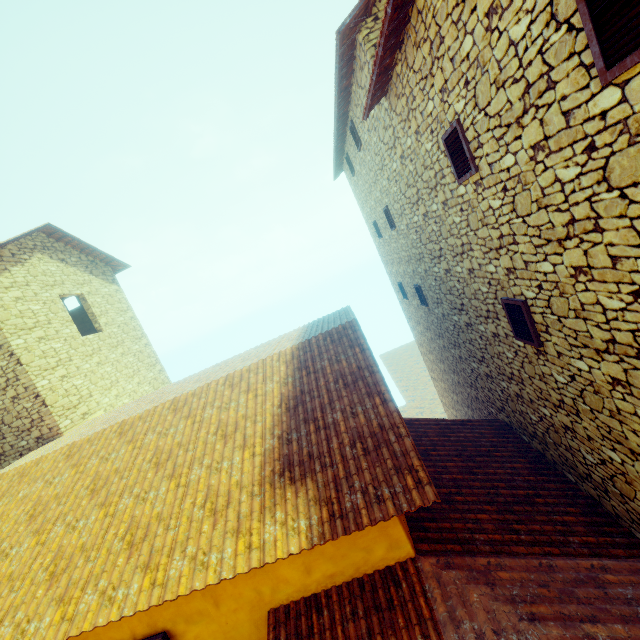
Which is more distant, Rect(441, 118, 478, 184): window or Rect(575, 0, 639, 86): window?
Rect(441, 118, 478, 184): window

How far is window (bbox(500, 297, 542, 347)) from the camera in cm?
436

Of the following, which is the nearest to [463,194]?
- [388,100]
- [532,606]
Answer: [388,100]

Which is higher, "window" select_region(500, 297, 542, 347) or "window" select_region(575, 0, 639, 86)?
"window" select_region(575, 0, 639, 86)

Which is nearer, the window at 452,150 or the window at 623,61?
the window at 623,61

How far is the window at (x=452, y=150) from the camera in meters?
4.1
